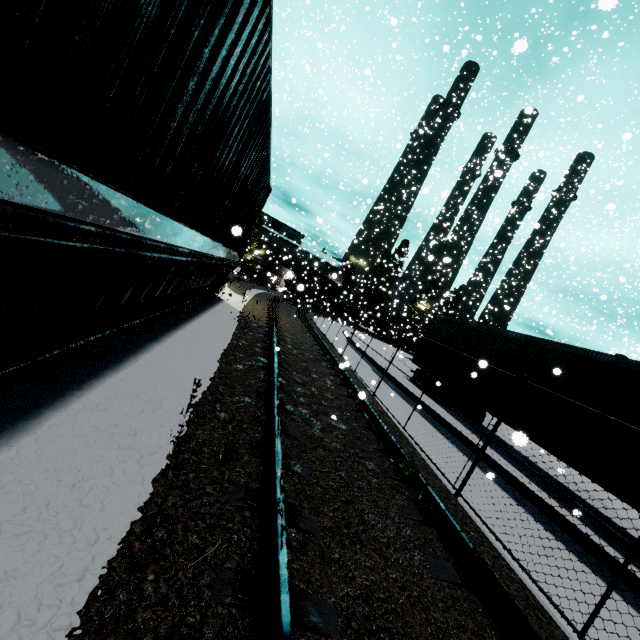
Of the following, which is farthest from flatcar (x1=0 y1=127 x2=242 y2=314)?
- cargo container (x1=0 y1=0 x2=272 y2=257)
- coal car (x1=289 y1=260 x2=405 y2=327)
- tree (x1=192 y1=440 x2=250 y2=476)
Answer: coal car (x1=289 y1=260 x2=405 y2=327)

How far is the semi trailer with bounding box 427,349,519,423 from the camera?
10.48m

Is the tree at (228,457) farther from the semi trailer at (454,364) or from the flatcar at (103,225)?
the semi trailer at (454,364)

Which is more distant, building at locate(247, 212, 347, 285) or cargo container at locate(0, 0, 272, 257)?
building at locate(247, 212, 347, 285)

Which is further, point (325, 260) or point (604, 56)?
point (325, 260)

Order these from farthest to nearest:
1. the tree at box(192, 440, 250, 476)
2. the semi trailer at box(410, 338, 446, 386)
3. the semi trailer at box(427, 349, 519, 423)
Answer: the semi trailer at box(410, 338, 446, 386)
the semi trailer at box(427, 349, 519, 423)
the tree at box(192, 440, 250, 476)

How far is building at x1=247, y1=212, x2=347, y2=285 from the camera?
42.92m

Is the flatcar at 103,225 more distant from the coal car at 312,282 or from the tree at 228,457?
the coal car at 312,282
